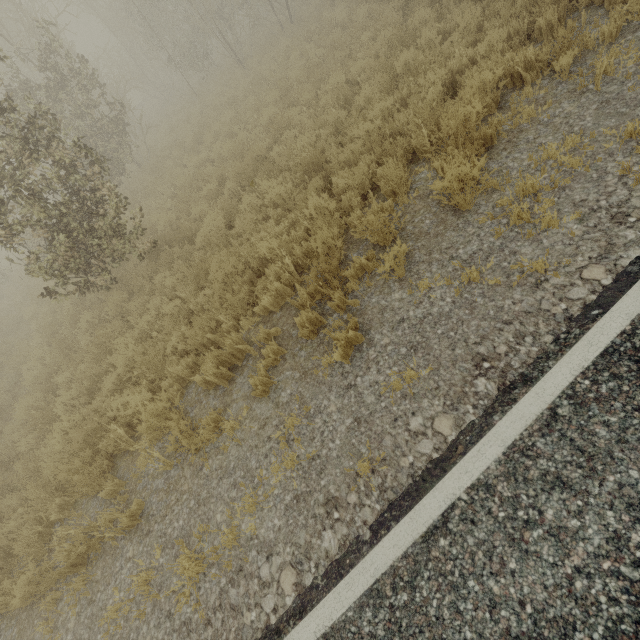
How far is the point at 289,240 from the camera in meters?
5.6 m
